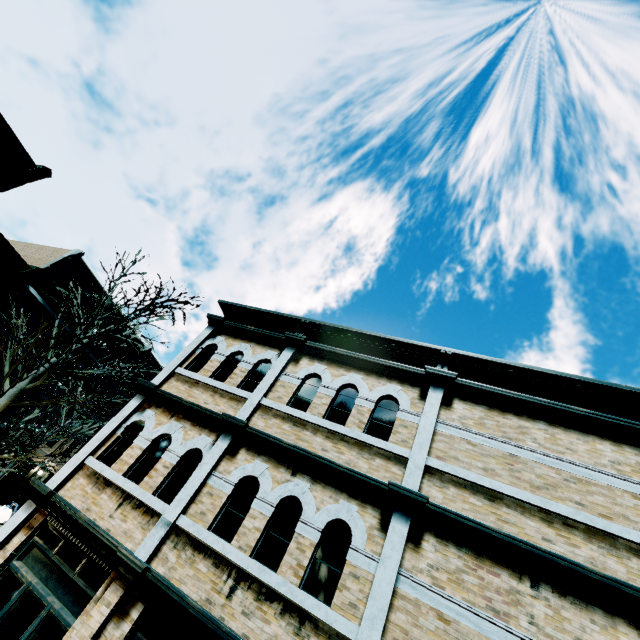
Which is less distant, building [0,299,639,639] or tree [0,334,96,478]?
building [0,299,639,639]

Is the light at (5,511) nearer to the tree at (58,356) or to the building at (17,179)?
the building at (17,179)

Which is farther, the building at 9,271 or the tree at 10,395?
the building at 9,271

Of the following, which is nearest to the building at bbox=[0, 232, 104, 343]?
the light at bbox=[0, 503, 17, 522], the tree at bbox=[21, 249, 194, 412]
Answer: the light at bbox=[0, 503, 17, 522]

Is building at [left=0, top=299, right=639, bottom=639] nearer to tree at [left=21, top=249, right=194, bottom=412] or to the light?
the light

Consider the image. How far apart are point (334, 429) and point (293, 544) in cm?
219

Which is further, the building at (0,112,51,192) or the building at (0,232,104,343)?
the building at (0,232,104,343)
